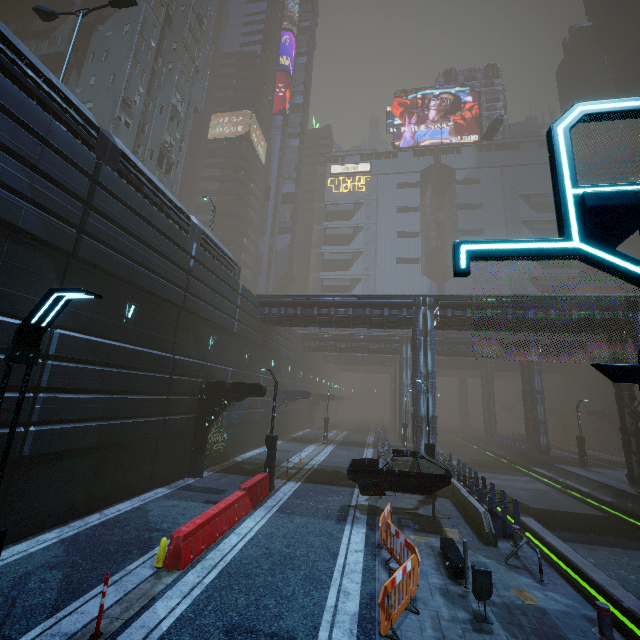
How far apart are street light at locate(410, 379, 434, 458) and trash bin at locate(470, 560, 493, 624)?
8.4 meters

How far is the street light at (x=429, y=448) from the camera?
15.7 meters

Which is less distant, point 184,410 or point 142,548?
point 142,548

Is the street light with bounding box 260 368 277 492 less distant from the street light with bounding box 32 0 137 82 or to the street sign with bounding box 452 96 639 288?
the street light with bounding box 32 0 137 82

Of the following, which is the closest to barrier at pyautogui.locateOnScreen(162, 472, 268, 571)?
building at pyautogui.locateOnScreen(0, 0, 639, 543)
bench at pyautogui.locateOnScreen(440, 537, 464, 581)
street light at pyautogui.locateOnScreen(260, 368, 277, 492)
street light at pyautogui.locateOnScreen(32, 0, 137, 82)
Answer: street light at pyautogui.locateOnScreen(260, 368, 277, 492)

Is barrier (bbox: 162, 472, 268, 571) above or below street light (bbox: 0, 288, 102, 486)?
below

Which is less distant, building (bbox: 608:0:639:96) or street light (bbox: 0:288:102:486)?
street light (bbox: 0:288:102:486)

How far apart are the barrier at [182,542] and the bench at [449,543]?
6.63m
